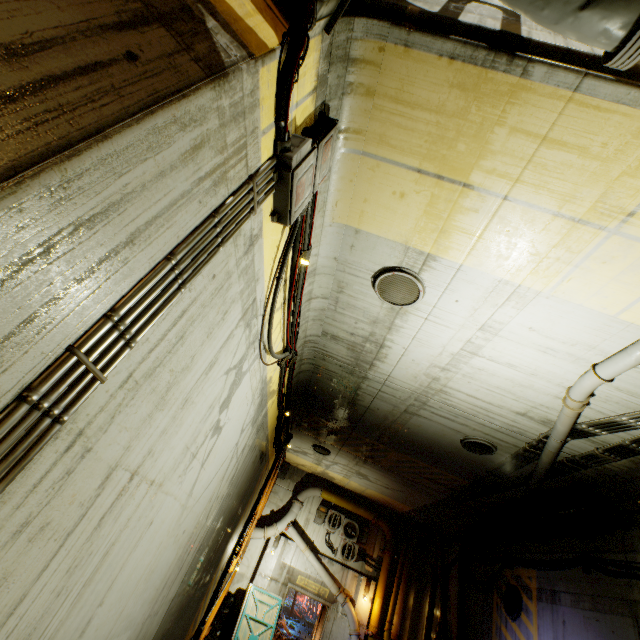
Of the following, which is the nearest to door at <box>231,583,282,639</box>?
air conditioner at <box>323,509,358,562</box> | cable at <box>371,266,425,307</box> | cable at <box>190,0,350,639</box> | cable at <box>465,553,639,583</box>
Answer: cable at <box>190,0,350,639</box>

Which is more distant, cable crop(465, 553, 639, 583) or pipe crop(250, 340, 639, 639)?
cable crop(465, 553, 639, 583)

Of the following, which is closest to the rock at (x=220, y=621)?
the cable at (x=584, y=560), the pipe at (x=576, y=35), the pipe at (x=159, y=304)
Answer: the pipe at (x=576, y=35)

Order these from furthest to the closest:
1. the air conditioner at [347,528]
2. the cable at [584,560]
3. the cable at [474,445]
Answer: the air conditioner at [347,528], the cable at [474,445], the cable at [584,560]

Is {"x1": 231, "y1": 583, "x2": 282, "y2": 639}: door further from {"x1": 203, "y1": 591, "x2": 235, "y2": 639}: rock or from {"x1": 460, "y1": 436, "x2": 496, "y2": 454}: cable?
{"x1": 460, "y1": 436, "x2": 496, "y2": 454}: cable

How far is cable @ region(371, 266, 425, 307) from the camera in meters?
4.9

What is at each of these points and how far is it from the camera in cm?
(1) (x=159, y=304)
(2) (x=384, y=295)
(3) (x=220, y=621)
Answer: (1) pipe, 184
(2) cable, 541
(3) rock, 1320

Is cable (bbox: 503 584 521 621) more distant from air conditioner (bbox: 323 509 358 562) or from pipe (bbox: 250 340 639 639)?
air conditioner (bbox: 323 509 358 562)
